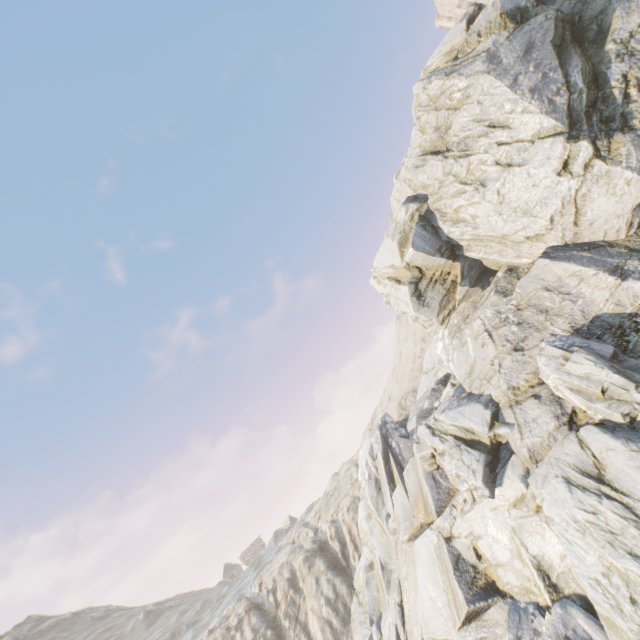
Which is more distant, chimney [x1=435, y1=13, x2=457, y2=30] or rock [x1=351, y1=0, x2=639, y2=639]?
chimney [x1=435, y1=13, x2=457, y2=30]

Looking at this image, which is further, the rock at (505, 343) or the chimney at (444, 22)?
the chimney at (444, 22)

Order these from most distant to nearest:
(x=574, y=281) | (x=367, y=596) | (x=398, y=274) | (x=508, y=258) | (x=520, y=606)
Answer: (x=398, y=274), (x=367, y=596), (x=508, y=258), (x=574, y=281), (x=520, y=606)

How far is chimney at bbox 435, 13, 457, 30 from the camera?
27.1m

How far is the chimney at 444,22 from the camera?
27.12m

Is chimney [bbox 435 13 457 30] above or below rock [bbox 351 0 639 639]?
above
